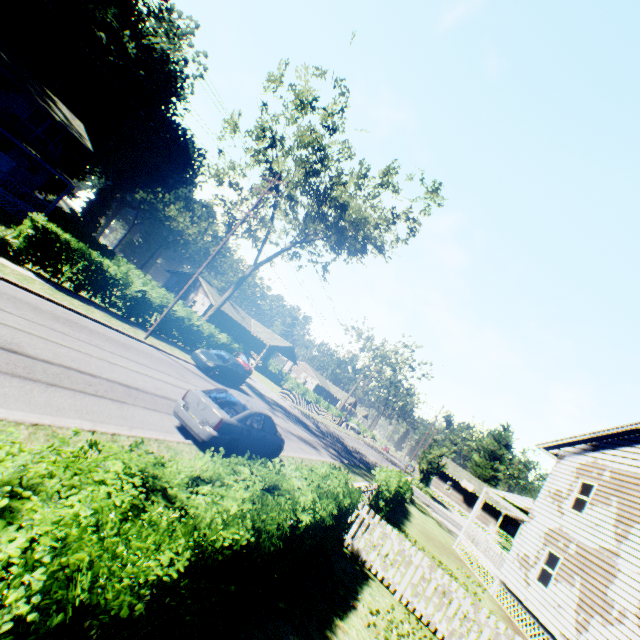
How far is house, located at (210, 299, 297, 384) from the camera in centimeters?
4756cm

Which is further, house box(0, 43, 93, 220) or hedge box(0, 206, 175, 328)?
house box(0, 43, 93, 220)

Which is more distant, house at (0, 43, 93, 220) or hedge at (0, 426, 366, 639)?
house at (0, 43, 93, 220)

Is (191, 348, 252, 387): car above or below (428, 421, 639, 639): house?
below

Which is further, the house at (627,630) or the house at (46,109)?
the house at (46,109)

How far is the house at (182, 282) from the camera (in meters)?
46.75

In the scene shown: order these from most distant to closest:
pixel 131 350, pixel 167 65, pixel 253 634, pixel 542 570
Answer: pixel 167 65
pixel 542 570
pixel 131 350
pixel 253 634

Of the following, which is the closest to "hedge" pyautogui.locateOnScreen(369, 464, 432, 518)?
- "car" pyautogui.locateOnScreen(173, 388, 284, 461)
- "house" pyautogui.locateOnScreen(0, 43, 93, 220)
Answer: "car" pyautogui.locateOnScreen(173, 388, 284, 461)
